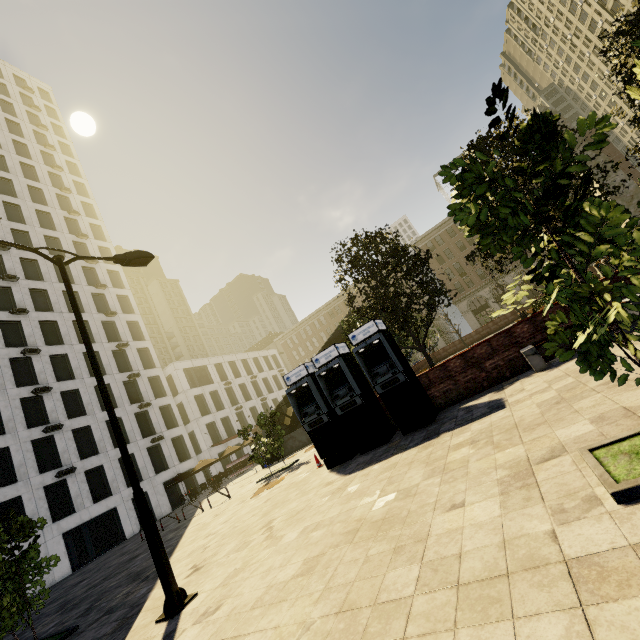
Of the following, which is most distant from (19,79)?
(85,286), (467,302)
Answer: (467,302)

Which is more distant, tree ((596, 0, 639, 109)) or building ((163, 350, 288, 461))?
building ((163, 350, 288, 461))

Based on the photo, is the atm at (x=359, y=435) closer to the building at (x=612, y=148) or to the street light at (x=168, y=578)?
the street light at (x=168, y=578)

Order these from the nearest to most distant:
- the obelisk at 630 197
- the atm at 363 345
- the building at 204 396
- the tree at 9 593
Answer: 1. the tree at 9 593
2. the atm at 363 345
3. the obelisk at 630 197
4. the building at 204 396

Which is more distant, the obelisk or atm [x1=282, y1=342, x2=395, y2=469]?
the obelisk

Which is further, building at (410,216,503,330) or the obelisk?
building at (410,216,503,330)

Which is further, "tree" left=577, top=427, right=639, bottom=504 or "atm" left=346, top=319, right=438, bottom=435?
"atm" left=346, top=319, right=438, bottom=435

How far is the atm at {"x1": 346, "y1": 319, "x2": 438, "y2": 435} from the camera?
8.98m
